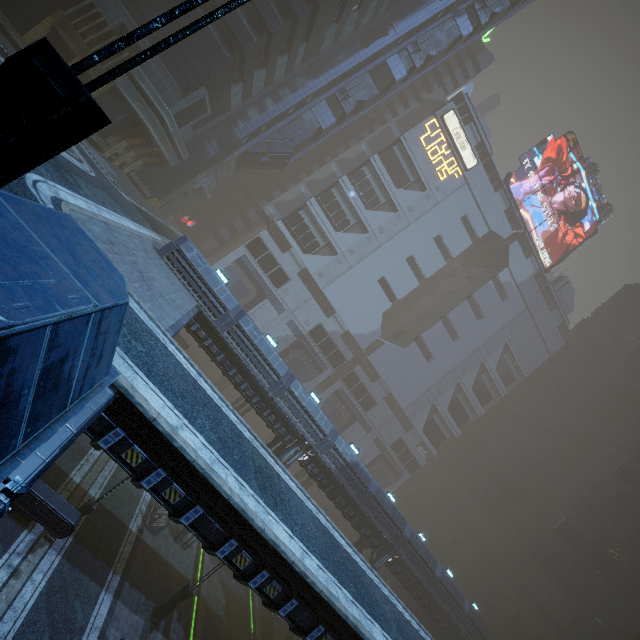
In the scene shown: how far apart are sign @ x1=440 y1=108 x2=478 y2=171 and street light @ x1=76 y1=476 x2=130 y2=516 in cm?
6007

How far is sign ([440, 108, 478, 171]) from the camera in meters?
50.0

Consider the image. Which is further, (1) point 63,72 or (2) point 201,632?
(2) point 201,632

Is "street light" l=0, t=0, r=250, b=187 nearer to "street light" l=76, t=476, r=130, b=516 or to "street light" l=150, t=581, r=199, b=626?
"street light" l=76, t=476, r=130, b=516

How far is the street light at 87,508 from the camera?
16.0 meters

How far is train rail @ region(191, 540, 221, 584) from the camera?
24.3 meters

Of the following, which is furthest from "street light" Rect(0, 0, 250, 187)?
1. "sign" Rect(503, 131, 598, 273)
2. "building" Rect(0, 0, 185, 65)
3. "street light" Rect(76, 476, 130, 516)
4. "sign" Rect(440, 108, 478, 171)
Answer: "sign" Rect(503, 131, 598, 273)

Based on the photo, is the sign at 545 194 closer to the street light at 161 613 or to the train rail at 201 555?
the train rail at 201 555
